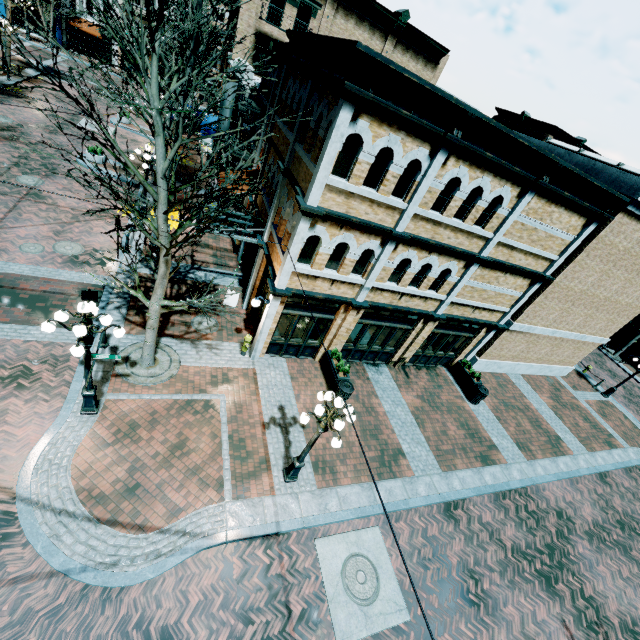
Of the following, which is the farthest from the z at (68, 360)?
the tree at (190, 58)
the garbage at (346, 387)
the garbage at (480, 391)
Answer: the garbage at (480, 391)

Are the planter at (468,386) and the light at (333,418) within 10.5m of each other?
yes

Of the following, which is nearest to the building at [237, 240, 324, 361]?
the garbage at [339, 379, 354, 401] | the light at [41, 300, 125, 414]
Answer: the garbage at [339, 379, 354, 401]

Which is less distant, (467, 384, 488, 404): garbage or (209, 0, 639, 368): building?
(209, 0, 639, 368): building

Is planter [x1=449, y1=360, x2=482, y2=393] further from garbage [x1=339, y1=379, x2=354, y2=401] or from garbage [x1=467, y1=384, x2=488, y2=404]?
garbage [x1=339, y1=379, x2=354, y2=401]

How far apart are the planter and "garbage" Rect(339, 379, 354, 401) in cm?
692

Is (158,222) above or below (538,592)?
above

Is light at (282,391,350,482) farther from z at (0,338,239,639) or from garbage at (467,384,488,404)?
garbage at (467,384,488,404)
